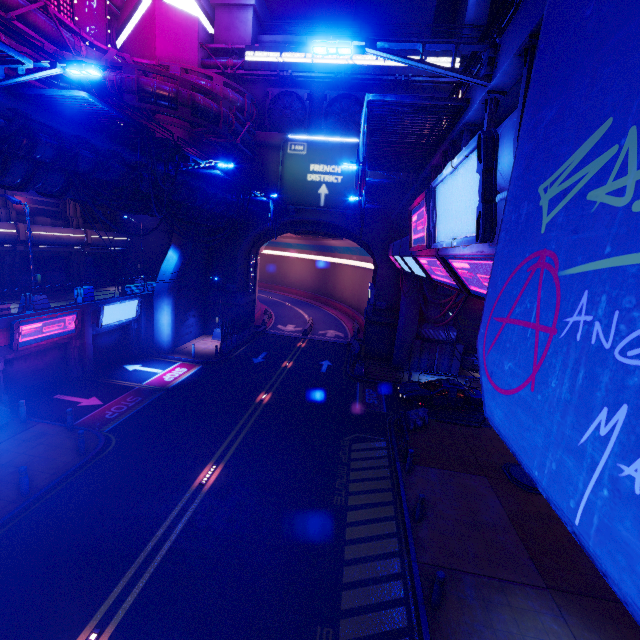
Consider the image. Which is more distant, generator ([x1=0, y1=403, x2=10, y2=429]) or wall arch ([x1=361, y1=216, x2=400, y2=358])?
wall arch ([x1=361, y1=216, x2=400, y2=358])

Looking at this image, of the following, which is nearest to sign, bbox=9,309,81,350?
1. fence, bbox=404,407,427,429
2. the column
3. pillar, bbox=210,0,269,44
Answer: the column

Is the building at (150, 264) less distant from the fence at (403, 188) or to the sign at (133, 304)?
the sign at (133, 304)

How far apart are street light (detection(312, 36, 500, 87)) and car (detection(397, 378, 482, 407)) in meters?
17.6

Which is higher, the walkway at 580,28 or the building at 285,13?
the building at 285,13

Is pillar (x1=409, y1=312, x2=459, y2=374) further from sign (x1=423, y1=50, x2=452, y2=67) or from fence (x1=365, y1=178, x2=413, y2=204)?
sign (x1=423, y1=50, x2=452, y2=67)

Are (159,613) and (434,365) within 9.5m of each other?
no

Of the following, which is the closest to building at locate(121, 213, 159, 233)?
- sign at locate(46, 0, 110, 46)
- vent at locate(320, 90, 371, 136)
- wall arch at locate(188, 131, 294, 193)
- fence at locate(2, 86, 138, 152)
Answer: wall arch at locate(188, 131, 294, 193)
